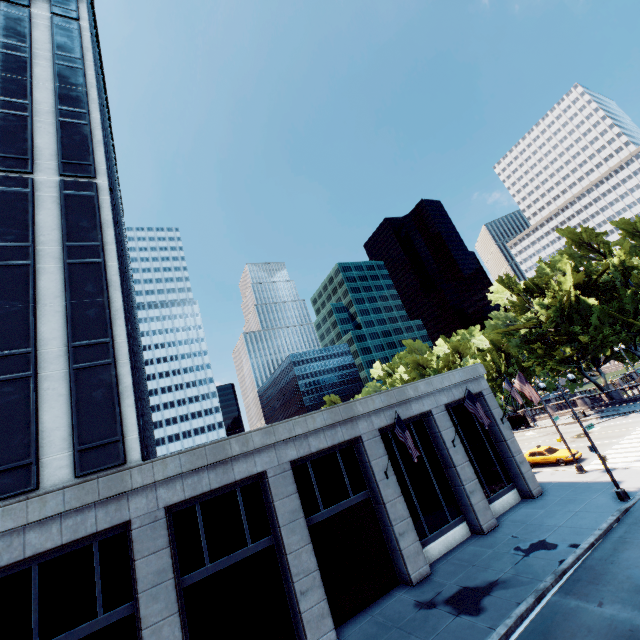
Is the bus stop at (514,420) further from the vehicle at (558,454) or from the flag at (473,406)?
the flag at (473,406)

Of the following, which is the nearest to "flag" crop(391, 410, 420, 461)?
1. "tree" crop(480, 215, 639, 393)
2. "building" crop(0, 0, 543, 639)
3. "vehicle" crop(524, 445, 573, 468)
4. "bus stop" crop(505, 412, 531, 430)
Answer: "building" crop(0, 0, 543, 639)

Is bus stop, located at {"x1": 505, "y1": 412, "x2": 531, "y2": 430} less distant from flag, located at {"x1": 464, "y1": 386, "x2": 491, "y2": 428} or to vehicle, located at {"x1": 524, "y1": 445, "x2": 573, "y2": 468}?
vehicle, located at {"x1": 524, "y1": 445, "x2": 573, "y2": 468}

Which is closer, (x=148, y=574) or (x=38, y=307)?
(x=148, y=574)

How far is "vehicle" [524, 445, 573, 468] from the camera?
27.19m

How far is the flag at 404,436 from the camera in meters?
16.3

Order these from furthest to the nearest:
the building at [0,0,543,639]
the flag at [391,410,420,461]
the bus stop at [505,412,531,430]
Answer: the bus stop at [505,412,531,430] → the flag at [391,410,420,461] → the building at [0,0,543,639]

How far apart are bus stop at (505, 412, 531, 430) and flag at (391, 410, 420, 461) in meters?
40.9 m
